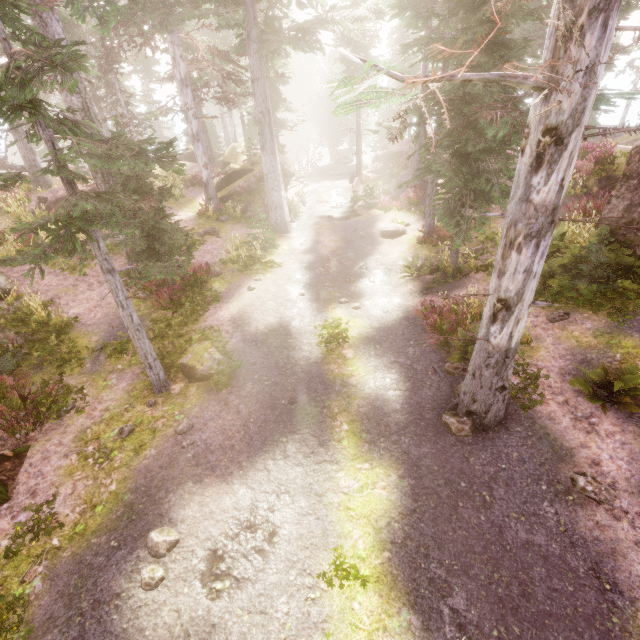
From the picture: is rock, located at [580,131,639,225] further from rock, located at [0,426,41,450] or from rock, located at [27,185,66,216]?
rock, located at [27,185,66,216]

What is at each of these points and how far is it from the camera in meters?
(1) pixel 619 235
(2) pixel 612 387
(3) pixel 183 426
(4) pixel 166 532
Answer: (1) rock, 9.6
(2) instancedfoliageactor, 6.8
(3) instancedfoliageactor, 7.4
(4) instancedfoliageactor, 5.6

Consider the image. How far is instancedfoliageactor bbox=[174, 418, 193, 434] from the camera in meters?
7.4

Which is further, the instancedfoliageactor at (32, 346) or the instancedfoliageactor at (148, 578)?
the instancedfoliageactor at (32, 346)

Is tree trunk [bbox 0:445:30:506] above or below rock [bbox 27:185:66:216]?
below

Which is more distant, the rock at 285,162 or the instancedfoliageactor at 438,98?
the rock at 285,162

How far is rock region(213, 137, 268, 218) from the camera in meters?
21.0 m

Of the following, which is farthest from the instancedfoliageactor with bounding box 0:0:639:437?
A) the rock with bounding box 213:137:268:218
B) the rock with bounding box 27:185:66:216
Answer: the rock with bounding box 27:185:66:216
